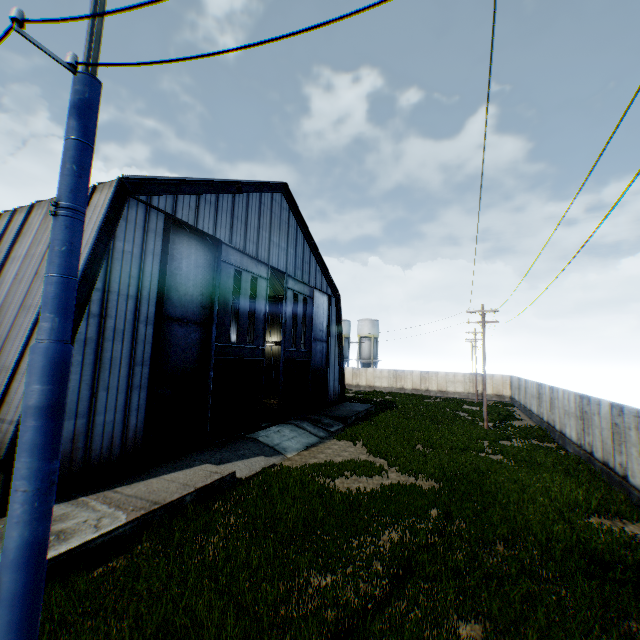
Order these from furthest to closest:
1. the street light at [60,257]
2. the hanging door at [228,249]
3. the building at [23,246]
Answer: the hanging door at [228,249] → the building at [23,246] → the street light at [60,257]

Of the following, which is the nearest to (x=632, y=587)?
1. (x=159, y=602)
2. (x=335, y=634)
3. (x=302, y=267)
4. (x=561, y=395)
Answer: (x=335, y=634)

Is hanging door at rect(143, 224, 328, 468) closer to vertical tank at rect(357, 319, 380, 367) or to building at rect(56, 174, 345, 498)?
building at rect(56, 174, 345, 498)

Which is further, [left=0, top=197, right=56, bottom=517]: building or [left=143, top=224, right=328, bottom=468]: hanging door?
[left=143, top=224, right=328, bottom=468]: hanging door

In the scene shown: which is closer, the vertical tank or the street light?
the street light

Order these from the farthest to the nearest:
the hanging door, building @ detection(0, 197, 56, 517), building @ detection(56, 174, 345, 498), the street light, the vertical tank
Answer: the vertical tank → the hanging door → building @ detection(56, 174, 345, 498) → building @ detection(0, 197, 56, 517) → the street light

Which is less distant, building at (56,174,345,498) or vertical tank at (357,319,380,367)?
building at (56,174,345,498)

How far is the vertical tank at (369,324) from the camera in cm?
5916
